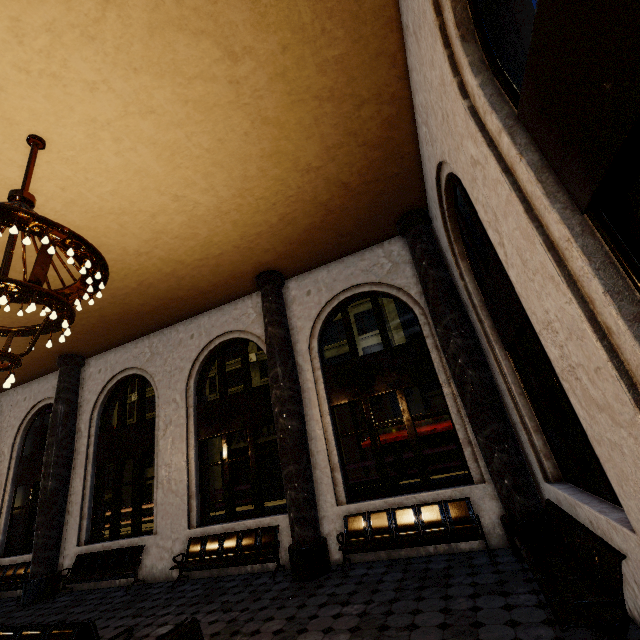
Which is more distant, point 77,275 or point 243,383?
point 243,383
